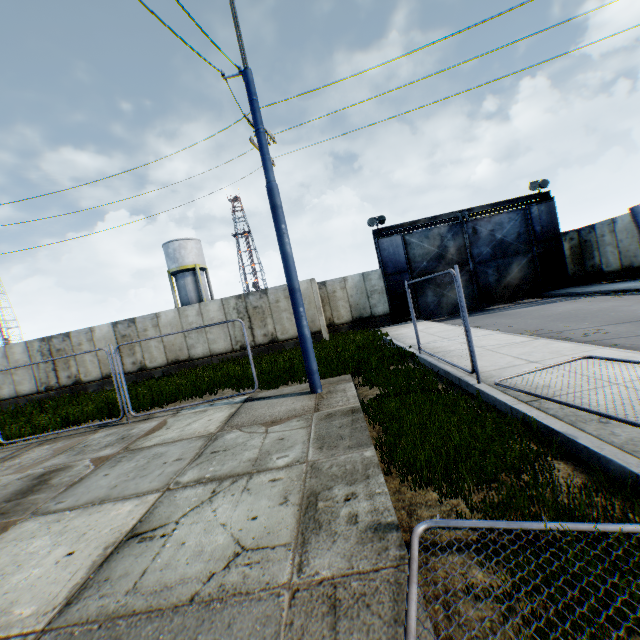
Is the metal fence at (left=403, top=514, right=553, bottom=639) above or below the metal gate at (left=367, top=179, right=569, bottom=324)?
below

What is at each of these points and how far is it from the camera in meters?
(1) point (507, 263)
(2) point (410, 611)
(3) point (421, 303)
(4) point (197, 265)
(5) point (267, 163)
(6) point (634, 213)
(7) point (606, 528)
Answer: (1) metal gate, 20.0
(2) metal fence, 1.9
(3) metal gate, 20.2
(4) vertical tank, 35.1
(5) street light, 7.5
(6) metal fence, 2.0
(7) metal fence, 2.3

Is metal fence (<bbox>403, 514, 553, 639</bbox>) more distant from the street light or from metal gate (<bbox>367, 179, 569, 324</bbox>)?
metal gate (<bbox>367, 179, 569, 324</bbox>)

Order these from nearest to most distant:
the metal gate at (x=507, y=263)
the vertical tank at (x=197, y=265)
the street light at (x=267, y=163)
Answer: the street light at (x=267, y=163)
the metal gate at (x=507, y=263)
the vertical tank at (x=197, y=265)

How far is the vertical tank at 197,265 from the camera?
34.6 meters

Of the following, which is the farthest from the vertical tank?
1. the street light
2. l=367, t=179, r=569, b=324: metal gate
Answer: the street light

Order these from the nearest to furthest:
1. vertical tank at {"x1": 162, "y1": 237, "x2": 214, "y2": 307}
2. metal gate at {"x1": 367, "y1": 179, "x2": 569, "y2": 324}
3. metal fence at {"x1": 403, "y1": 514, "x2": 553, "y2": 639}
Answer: metal fence at {"x1": 403, "y1": 514, "x2": 553, "y2": 639}, metal gate at {"x1": 367, "y1": 179, "x2": 569, "y2": 324}, vertical tank at {"x1": 162, "y1": 237, "x2": 214, "y2": 307}
